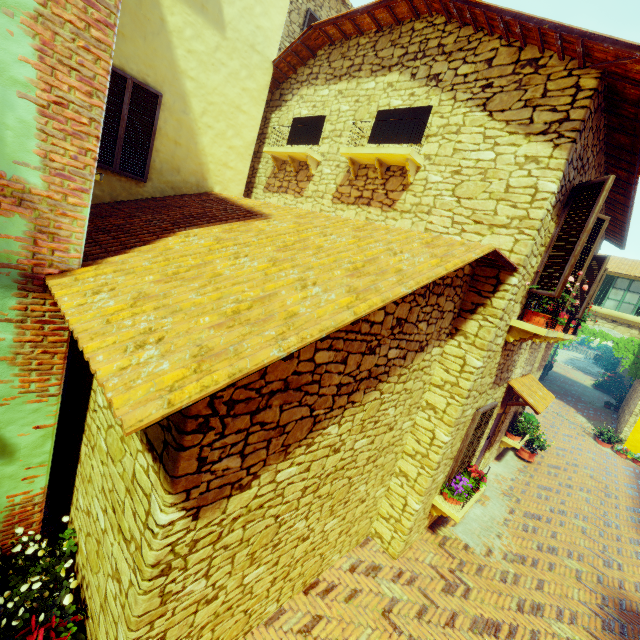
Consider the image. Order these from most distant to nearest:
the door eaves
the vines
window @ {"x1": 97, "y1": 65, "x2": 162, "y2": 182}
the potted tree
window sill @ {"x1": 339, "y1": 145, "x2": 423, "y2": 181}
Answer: the vines
the door eaves
window @ {"x1": 97, "y1": 65, "x2": 162, "y2": 182}
window sill @ {"x1": 339, "y1": 145, "x2": 423, "y2": 181}
the potted tree

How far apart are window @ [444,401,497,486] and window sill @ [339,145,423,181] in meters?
4.1

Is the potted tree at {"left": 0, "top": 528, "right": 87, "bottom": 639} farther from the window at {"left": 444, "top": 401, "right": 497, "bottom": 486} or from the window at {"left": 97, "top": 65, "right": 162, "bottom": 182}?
the window at {"left": 97, "top": 65, "right": 162, "bottom": 182}

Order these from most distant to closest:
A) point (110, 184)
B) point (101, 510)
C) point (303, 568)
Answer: point (110, 184) → point (303, 568) → point (101, 510)

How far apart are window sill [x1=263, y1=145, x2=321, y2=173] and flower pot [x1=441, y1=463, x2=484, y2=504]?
6.7m

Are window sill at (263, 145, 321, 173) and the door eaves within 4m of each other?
no

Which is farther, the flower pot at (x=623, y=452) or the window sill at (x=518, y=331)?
the flower pot at (x=623, y=452)

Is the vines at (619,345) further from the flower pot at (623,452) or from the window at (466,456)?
the window at (466,456)
